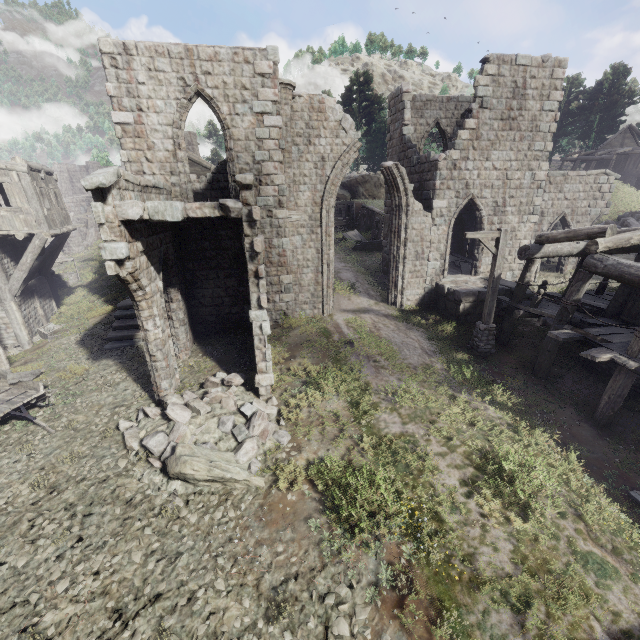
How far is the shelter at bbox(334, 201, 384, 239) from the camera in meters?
28.6 m

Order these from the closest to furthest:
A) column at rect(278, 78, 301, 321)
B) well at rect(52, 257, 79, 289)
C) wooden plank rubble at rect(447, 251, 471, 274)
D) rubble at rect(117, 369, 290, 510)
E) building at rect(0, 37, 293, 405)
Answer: rubble at rect(117, 369, 290, 510) < building at rect(0, 37, 293, 405) < column at rect(278, 78, 301, 321) < wooden plank rubble at rect(447, 251, 471, 274) < well at rect(52, 257, 79, 289)

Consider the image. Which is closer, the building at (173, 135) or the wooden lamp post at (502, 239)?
the building at (173, 135)

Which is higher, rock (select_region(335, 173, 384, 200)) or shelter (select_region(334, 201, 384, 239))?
rock (select_region(335, 173, 384, 200))

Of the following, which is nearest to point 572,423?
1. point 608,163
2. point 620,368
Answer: point 620,368

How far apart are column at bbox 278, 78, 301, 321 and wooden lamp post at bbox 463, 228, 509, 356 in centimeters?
671cm

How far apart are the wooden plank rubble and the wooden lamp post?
5.40m

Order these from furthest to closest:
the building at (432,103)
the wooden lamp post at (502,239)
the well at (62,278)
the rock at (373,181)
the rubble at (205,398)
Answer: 1. the rock at (373,181)
2. the well at (62,278)
3. the wooden lamp post at (502,239)
4. the building at (432,103)
5. the rubble at (205,398)
